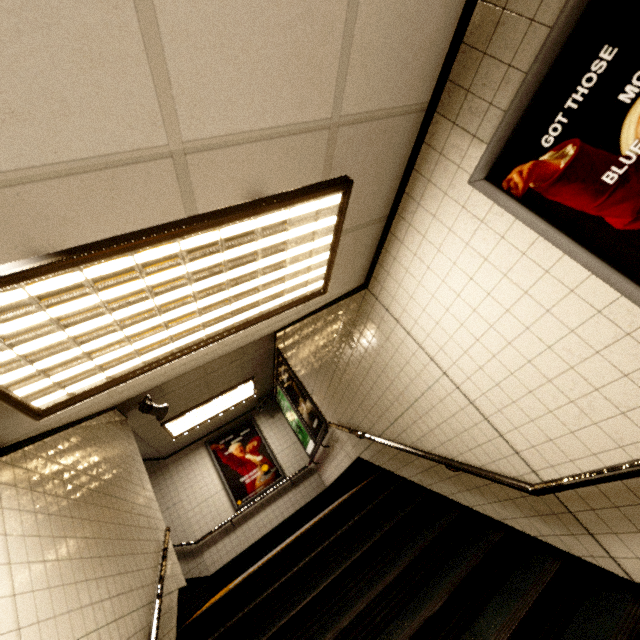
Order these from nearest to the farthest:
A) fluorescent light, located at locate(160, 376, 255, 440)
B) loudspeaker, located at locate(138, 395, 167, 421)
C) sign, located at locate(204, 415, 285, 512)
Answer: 1. loudspeaker, located at locate(138, 395, 167, 421)
2. fluorescent light, located at locate(160, 376, 255, 440)
3. sign, located at locate(204, 415, 285, 512)

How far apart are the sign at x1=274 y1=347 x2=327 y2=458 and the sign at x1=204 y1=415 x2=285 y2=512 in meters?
1.7

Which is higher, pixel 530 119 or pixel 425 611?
pixel 530 119

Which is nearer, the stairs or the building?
the stairs

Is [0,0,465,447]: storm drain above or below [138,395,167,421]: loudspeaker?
below

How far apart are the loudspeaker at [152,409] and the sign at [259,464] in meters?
2.8

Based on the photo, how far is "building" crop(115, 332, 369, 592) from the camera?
5.77m

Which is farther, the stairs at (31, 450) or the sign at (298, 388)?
the sign at (298, 388)
